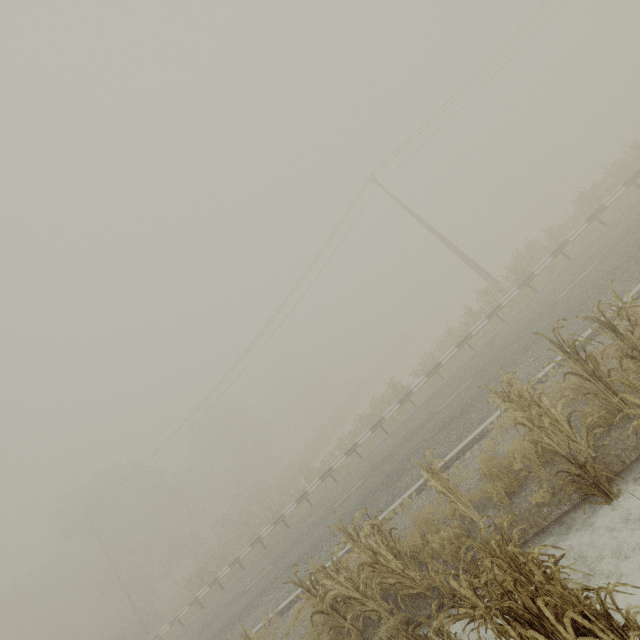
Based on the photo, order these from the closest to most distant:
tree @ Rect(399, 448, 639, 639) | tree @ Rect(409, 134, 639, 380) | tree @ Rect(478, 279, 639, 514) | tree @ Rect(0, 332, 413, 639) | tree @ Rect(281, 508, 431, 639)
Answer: tree @ Rect(399, 448, 639, 639) → tree @ Rect(478, 279, 639, 514) → tree @ Rect(281, 508, 431, 639) → tree @ Rect(409, 134, 639, 380) → tree @ Rect(0, 332, 413, 639)

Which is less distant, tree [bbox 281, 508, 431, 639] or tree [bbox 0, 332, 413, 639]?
tree [bbox 281, 508, 431, 639]

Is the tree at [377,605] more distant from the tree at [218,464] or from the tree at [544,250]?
the tree at [218,464]

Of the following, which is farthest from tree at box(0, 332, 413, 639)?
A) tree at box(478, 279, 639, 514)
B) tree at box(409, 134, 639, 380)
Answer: tree at box(478, 279, 639, 514)

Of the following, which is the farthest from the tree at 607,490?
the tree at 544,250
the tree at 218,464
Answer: the tree at 218,464

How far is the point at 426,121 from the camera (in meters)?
21.16
